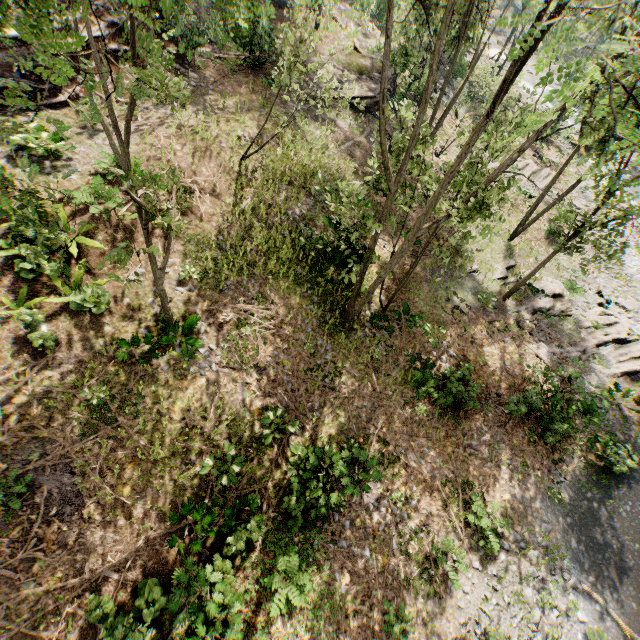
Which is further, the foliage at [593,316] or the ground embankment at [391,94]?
the ground embankment at [391,94]

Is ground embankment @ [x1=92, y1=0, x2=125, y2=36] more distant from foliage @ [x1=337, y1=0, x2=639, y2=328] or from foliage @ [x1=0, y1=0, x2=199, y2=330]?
foliage @ [x1=0, y1=0, x2=199, y2=330]

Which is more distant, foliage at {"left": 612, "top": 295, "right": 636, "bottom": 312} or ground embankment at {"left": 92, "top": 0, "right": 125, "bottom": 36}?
foliage at {"left": 612, "top": 295, "right": 636, "bottom": 312}

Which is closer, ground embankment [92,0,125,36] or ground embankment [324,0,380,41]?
ground embankment [92,0,125,36]

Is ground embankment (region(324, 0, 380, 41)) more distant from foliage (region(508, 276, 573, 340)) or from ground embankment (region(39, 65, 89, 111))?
ground embankment (region(39, 65, 89, 111))

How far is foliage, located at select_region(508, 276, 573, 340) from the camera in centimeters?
1792cm

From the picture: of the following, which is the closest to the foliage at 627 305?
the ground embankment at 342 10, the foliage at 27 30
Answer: the ground embankment at 342 10

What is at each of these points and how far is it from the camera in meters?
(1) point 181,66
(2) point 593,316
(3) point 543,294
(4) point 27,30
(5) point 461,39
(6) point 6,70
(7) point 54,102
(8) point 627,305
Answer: (1) ground embankment, 17.0
(2) foliage, 19.5
(3) foliage, 19.4
(4) foliage, 2.8
(5) foliage, 18.1
(6) ground embankment, 12.2
(7) ground embankment, 13.1
(8) foliage, 20.9
